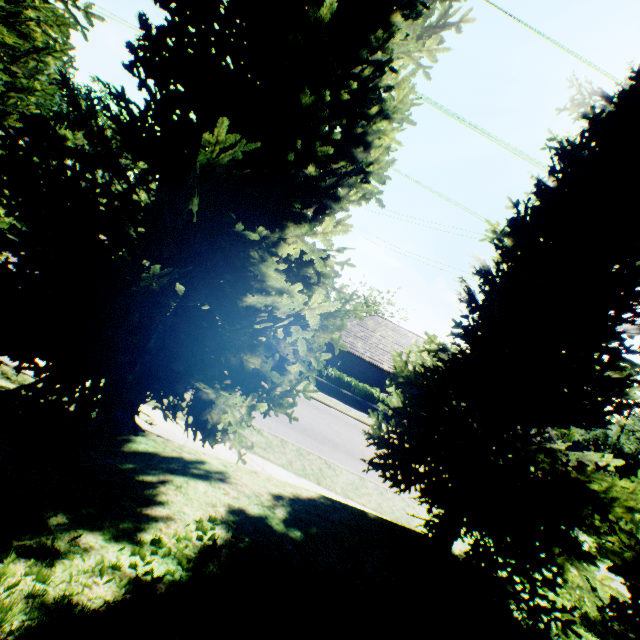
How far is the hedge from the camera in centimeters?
2295cm

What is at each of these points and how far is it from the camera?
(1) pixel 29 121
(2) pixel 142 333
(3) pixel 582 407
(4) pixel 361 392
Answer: (1) plant, 53.56m
(2) tree, 3.70m
(3) tree, 4.40m
(4) hedge, 23.14m

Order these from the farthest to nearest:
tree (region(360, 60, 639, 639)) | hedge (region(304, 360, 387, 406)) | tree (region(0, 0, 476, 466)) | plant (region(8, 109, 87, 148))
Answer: plant (region(8, 109, 87, 148)), hedge (region(304, 360, 387, 406)), tree (region(360, 60, 639, 639)), tree (region(0, 0, 476, 466))

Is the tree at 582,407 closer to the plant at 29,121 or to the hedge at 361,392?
the plant at 29,121

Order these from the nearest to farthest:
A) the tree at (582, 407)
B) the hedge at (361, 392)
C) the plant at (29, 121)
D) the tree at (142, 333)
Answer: the tree at (142, 333)
the tree at (582, 407)
the hedge at (361, 392)
the plant at (29, 121)

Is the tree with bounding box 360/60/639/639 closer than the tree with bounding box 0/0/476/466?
No

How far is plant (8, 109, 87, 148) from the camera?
24.0m

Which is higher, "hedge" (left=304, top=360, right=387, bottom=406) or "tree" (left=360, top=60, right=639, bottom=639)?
"tree" (left=360, top=60, right=639, bottom=639)
